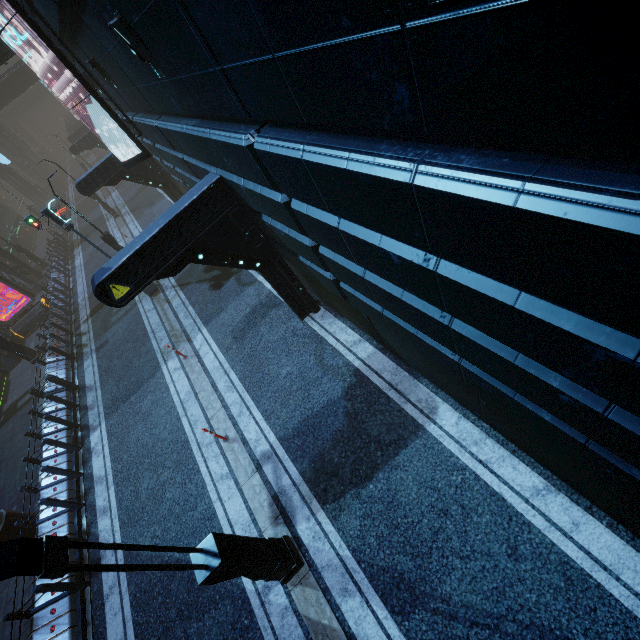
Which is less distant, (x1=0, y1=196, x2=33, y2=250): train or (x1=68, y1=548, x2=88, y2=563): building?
(x1=68, y1=548, x2=88, y2=563): building

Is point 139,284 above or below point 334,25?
below

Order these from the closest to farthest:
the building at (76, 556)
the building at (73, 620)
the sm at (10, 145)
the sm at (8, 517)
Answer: the building at (73, 620) < the building at (76, 556) < the sm at (8, 517) < the sm at (10, 145)

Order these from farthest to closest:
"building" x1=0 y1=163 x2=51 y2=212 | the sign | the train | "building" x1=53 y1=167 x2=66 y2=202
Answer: "building" x1=53 y1=167 x2=66 y2=202 < "building" x1=0 y1=163 x2=51 y2=212 < the train < the sign

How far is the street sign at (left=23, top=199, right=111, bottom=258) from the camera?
12.3m

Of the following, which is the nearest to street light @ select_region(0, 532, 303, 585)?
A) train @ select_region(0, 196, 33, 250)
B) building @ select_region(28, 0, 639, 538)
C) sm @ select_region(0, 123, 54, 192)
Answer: building @ select_region(28, 0, 639, 538)

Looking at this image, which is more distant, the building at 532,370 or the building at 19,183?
the building at 19,183

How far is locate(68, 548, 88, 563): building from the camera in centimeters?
877cm
